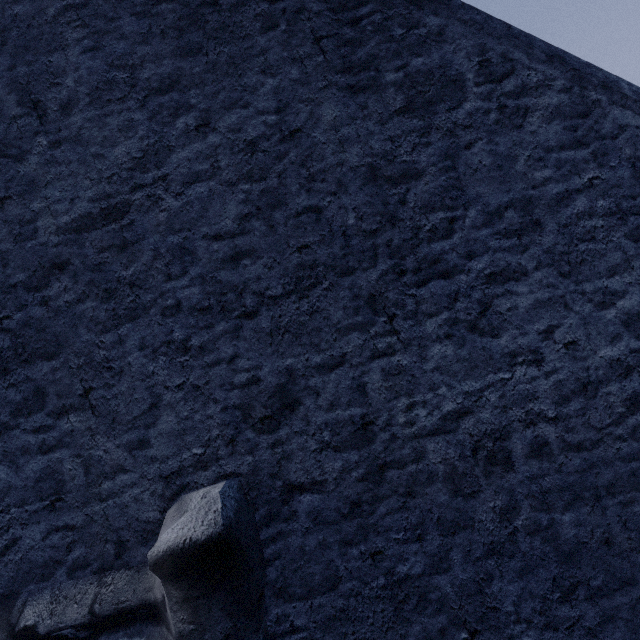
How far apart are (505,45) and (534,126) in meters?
0.6
